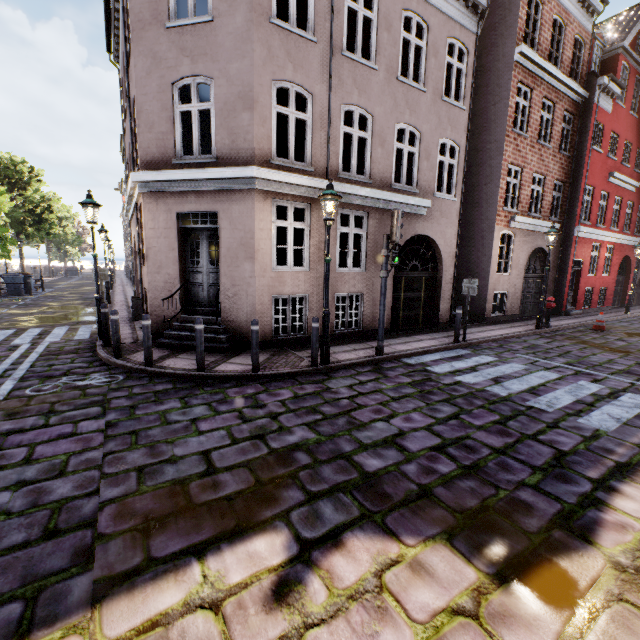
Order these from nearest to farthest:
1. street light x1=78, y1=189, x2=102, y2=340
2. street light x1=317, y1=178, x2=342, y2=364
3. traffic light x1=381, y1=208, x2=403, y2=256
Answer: street light x1=317, y1=178, x2=342, y2=364 → traffic light x1=381, y1=208, x2=403, y2=256 → street light x1=78, y1=189, x2=102, y2=340

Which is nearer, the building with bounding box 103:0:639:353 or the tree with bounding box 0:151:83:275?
the building with bounding box 103:0:639:353

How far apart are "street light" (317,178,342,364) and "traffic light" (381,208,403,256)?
1.3 meters

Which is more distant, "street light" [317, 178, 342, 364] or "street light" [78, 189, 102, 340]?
"street light" [78, 189, 102, 340]

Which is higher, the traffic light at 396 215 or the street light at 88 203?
the street light at 88 203

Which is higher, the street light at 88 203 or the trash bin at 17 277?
the street light at 88 203

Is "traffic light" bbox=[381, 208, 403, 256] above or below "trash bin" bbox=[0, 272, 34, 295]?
above

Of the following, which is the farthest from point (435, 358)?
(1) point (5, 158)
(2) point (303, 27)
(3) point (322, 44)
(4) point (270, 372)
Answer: (1) point (5, 158)
